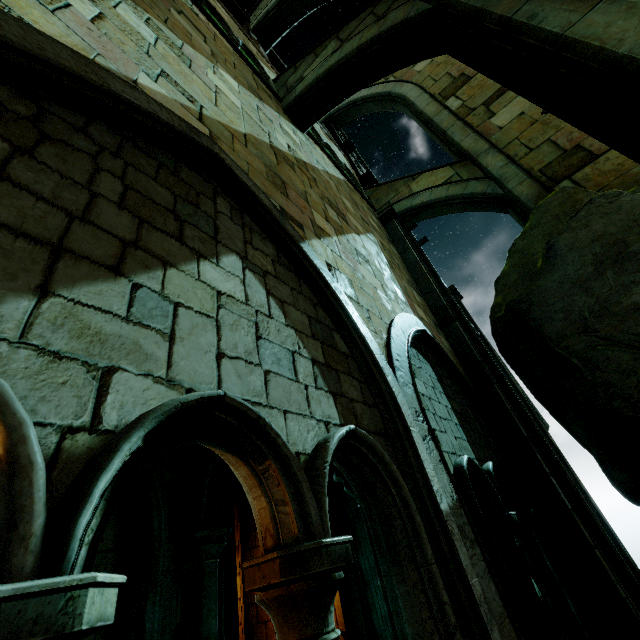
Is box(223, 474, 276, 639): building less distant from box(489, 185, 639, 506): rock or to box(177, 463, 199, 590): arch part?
box(489, 185, 639, 506): rock

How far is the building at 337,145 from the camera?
11.5 meters

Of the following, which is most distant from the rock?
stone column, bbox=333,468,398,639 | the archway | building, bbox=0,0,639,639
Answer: stone column, bbox=333,468,398,639

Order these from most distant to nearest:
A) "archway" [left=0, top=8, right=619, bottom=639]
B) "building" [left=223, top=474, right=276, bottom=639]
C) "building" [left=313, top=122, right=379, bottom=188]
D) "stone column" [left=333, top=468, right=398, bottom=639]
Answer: "building" [left=313, top=122, right=379, bottom=188], "building" [left=223, top=474, right=276, bottom=639], "stone column" [left=333, top=468, right=398, bottom=639], "archway" [left=0, top=8, right=619, bottom=639]

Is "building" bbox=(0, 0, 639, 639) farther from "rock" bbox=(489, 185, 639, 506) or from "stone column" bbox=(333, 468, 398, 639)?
"stone column" bbox=(333, 468, 398, 639)

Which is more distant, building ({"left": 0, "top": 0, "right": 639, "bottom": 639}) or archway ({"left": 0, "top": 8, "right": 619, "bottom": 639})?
building ({"left": 0, "top": 0, "right": 639, "bottom": 639})

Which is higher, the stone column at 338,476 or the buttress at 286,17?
the buttress at 286,17

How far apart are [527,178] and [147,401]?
9.0m
